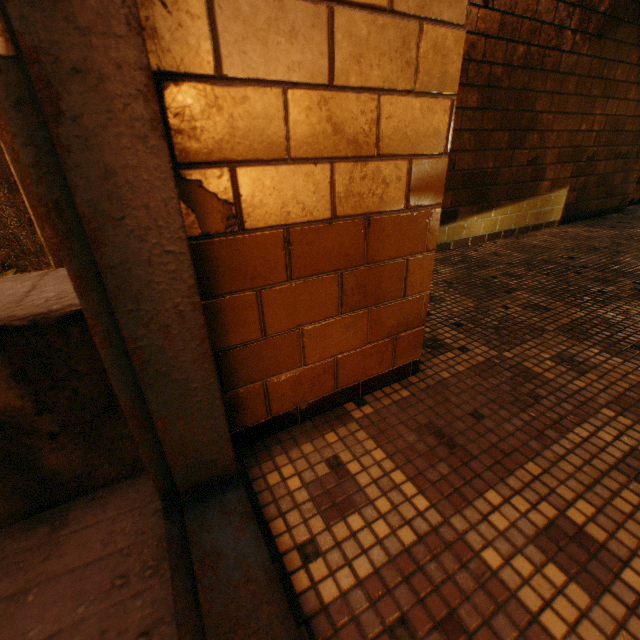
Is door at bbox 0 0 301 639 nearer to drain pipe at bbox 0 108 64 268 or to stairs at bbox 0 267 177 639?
stairs at bbox 0 267 177 639

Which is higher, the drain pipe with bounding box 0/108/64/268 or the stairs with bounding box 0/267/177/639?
the drain pipe with bounding box 0/108/64/268

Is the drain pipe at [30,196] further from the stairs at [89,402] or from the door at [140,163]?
the door at [140,163]

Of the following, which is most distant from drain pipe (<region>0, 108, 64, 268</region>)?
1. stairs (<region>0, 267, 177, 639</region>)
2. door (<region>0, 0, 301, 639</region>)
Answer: door (<region>0, 0, 301, 639</region>)

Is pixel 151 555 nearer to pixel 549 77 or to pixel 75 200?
pixel 75 200

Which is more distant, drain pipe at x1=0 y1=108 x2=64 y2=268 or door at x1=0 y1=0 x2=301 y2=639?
drain pipe at x1=0 y1=108 x2=64 y2=268

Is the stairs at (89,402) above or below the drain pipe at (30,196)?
below
